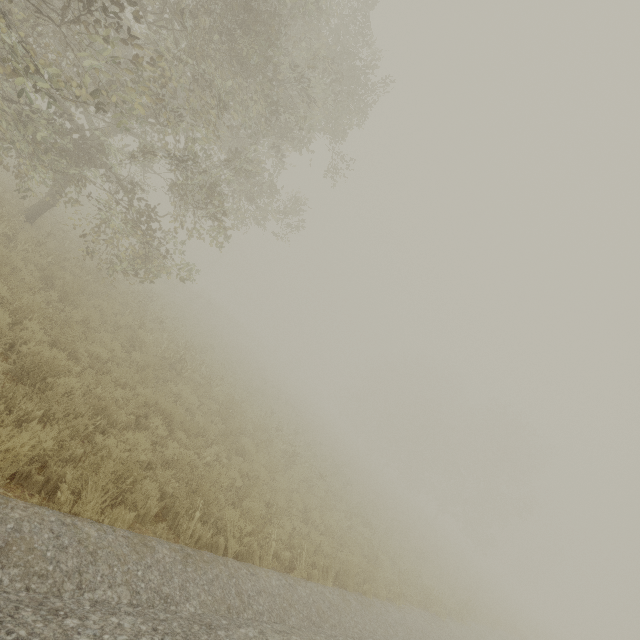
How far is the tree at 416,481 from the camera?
35.5m

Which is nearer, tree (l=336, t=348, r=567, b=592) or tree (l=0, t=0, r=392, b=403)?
tree (l=0, t=0, r=392, b=403)

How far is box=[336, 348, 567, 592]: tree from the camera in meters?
35.5

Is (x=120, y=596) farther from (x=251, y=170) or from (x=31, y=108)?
(x=31, y=108)

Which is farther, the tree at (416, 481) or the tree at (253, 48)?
the tree at (416, 481)
